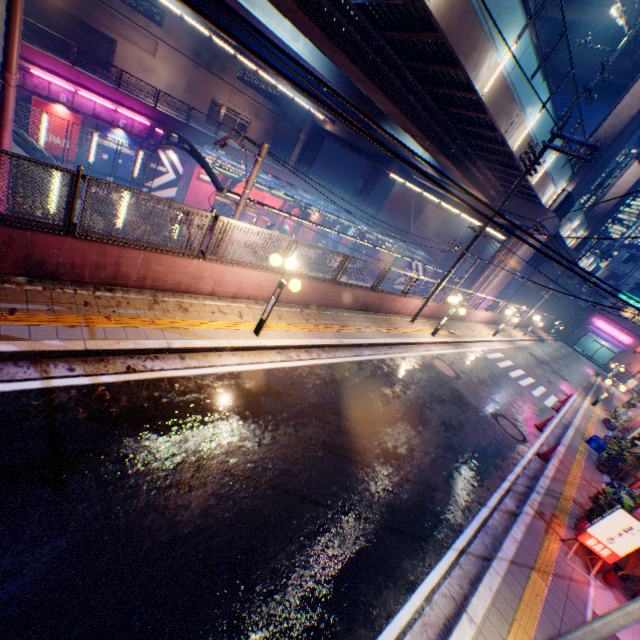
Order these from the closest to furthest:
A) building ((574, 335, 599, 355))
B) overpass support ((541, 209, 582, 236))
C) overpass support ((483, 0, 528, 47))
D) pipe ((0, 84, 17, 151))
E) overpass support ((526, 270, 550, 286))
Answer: pipe ((0, 84, 17, 151)) < overpass support ((483, 0, 528, 47)) < overpass support ((541, 209, 582, 236)) < overpass support ((526, 270, 550, 286)) < building ((574, 335, 599, 355))

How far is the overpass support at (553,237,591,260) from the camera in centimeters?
3344cm

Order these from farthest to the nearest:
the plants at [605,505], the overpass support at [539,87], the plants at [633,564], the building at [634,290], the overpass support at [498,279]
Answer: the building at [634,290], the overpass support at [498,279], the overpass support at [539,87], the plants at [605,505], the plants at [633,564]

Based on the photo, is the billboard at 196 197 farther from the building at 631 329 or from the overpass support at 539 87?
the building at 631 329

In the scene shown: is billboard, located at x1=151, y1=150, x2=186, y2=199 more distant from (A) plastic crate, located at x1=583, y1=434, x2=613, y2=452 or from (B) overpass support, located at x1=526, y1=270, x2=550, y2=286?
(A) plastic crate, located at x1=583, y1=434, x2=613, y2=452

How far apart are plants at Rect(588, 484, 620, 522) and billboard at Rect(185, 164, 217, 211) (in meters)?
32.10

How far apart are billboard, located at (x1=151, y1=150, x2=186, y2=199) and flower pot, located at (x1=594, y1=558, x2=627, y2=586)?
32.7m

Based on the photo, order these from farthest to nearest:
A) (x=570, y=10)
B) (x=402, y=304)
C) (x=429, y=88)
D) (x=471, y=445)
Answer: (x=570, y=10)
(x=402, y=304)
(x=429, y=88)
(x=471, y=445)
